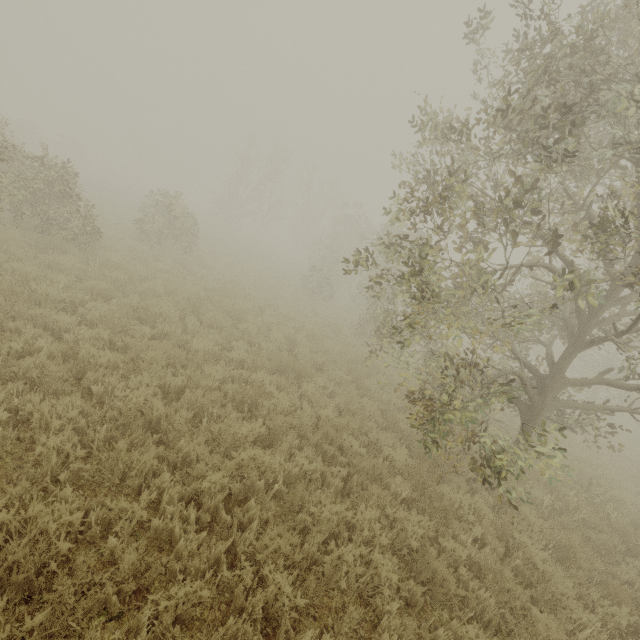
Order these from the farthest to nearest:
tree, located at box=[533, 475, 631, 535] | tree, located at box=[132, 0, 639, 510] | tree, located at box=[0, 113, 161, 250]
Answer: tree, located at box=[0, 113, 161, 250]
tree, located at box=[533, 475, 631, 535]
tree, located at box=[132, 0, 639, 510]

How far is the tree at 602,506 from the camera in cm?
708

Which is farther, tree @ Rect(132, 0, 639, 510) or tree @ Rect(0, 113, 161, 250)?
tree @ Rect(0, 113, 161, 250)

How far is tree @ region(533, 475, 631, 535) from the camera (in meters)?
7.08

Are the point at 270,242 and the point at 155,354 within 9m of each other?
no

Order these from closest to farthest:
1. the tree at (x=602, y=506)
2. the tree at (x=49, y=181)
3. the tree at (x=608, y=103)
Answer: the tree at (x=608, y=103)
the tree at (x=602, y=506)
the tree at (x=49, y=181)
